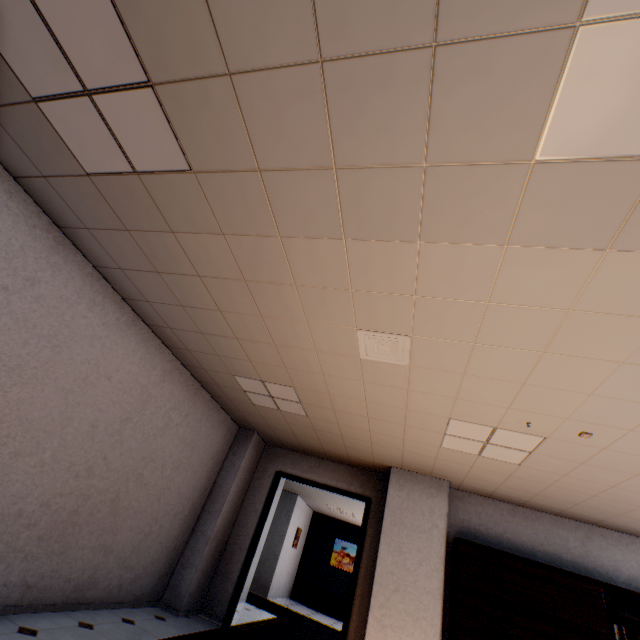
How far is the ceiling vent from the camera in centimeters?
293cm

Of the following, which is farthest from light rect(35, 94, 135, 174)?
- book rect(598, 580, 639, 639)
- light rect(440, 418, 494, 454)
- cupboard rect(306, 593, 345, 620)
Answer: cupboard rect(306, 593, 345, 620)

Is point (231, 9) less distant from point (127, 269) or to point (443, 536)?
point (127, 269)

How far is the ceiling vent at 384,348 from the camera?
2.9m

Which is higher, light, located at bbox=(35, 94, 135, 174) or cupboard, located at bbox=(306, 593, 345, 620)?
light, located at bbox=(35, 94, 135, 174)

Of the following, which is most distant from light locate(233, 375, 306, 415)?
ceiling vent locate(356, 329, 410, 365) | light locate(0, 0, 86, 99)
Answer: light locate(0, 0, 86, 99)

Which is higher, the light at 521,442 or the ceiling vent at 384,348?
the light at 521,442

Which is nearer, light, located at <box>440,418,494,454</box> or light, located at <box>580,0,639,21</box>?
light, located at <box>580,0,639,21</box>
